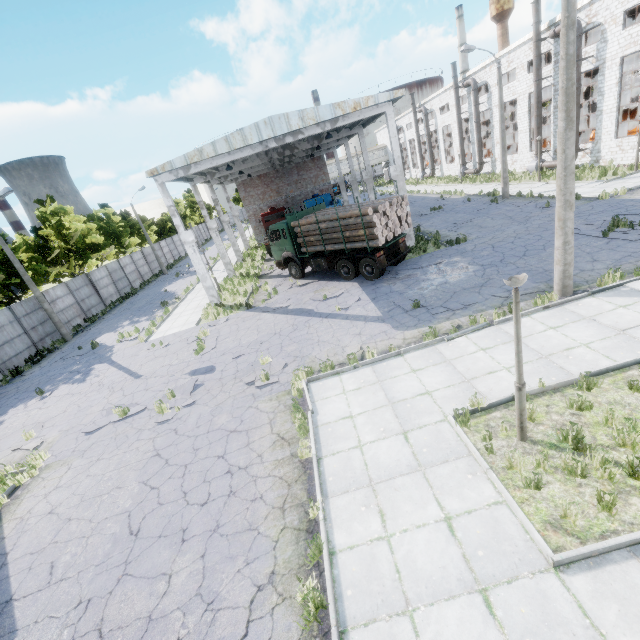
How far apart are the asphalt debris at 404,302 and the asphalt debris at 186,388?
8.2m

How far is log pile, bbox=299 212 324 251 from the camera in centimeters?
1716cm

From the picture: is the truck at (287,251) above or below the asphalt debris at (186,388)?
above

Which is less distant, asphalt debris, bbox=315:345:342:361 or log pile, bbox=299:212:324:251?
asphalt debris, bbox=315:345:342:361

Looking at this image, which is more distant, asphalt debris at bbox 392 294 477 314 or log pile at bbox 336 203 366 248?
log pile at bbox 336 203 366 248

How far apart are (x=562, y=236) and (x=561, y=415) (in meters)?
5.84

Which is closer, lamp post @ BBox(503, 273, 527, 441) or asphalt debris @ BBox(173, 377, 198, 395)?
lamp post @ BBox(503, 273, 527, 441)
